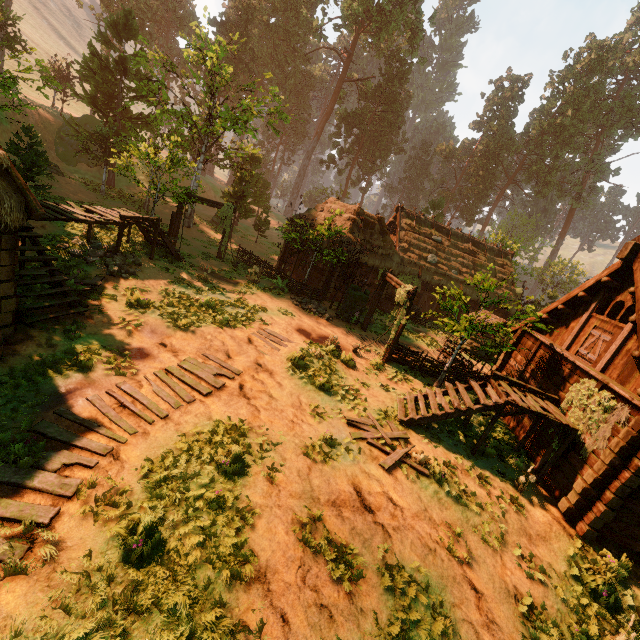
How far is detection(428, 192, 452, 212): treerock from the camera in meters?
42.0 m

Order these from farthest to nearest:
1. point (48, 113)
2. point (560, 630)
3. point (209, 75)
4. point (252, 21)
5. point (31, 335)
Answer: point (209, 75) → point (252, 21) → point (48, 113) → point (31, 335) → point (560, 630)

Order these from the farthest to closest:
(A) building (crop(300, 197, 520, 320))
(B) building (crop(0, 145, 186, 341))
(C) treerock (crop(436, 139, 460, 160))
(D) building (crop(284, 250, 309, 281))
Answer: (C) treerock (crop(436, 139, 460, 160)) → (D) building (crop(284, 250, 309, 281)) → (A) building (crop(300, 197, 520, 320)) → (B) building (crop(0, 145, 186, 341))

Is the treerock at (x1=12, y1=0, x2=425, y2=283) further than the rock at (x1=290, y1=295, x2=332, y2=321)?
Yes

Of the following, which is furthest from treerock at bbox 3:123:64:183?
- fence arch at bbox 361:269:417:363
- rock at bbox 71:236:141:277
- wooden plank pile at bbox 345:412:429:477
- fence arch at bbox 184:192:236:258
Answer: wooden plank pile at bbox 345:412:429:477

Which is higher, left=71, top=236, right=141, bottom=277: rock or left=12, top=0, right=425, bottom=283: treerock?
left=12, top=0, right=425, bottom=283: treerock

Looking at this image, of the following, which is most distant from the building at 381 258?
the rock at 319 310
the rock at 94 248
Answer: the rock at 319 310

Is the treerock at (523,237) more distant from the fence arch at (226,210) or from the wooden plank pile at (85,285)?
the wooden plank pile at (85,285)
